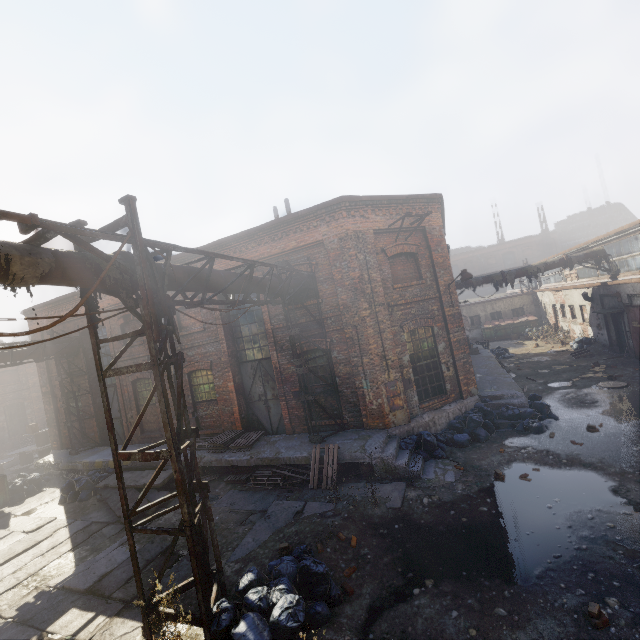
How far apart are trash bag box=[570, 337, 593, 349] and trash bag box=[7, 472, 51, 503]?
29.15m

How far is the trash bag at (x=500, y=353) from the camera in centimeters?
2159cm

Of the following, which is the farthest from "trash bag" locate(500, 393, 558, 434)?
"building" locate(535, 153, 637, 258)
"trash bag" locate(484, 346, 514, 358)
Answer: "building" locate(535, 153, 637, 258)

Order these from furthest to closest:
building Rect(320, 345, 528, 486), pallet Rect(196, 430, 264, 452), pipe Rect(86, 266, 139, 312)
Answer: pallet Rect(196, 430, 264, 452), building Rect(320, 345, 528, 486), pipe Rect(86, 266, 139, 312)

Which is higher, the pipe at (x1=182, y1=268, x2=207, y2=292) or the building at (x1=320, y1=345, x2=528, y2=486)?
the pipe at (x1=182, y1=268, x2=207, y2=292)

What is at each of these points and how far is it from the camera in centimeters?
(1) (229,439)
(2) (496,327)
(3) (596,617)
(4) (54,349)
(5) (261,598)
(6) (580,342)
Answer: (1) pallet, 1166cm
(2) trash container, 2914cm
(3) instancedfoliageactor, 421cm
(4) pipe, 1481cm
(5) trash bag, 495cm
(6) trash bag, 1986cm

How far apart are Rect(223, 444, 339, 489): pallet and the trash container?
24.87m

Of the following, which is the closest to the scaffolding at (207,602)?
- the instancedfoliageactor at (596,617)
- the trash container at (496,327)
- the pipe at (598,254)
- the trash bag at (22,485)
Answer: the instancedfoliageactor at (596,617)
